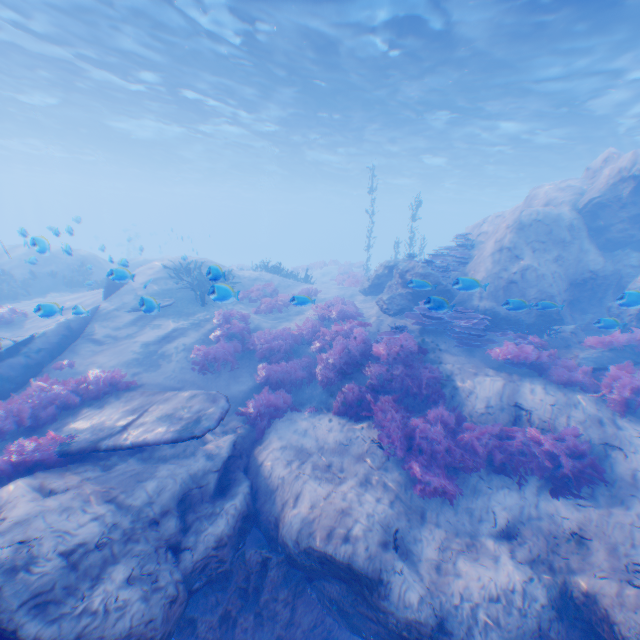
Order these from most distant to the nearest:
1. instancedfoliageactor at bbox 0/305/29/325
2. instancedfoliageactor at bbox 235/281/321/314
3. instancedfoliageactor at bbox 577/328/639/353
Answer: instancedfoliageactor at bbox 0/305/29/325, instancedfoliageactor at bbox 577/328/639/353, instancedfoliageactor at bbox 235/281/321/314

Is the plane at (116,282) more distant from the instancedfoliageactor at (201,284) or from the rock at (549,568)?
the instancedfoliageactor at (201,284)

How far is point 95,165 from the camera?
44.1m

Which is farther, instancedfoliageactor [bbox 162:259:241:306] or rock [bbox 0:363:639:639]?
instancedfoliageactor [bbox 162:259:241:306]

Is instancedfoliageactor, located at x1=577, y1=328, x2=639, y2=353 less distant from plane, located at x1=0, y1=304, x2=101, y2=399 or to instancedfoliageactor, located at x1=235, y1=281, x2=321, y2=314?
plane, located at x1=0, y1=304, x2=101, y2=399

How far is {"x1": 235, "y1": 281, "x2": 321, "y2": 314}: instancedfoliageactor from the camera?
7.53m

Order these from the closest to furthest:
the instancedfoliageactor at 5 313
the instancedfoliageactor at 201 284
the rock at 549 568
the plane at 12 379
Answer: the rock at 549 568
the instancedfoliageactor at 201 284
the plane at 12 379
the instancedfoliageactor at 5 313
